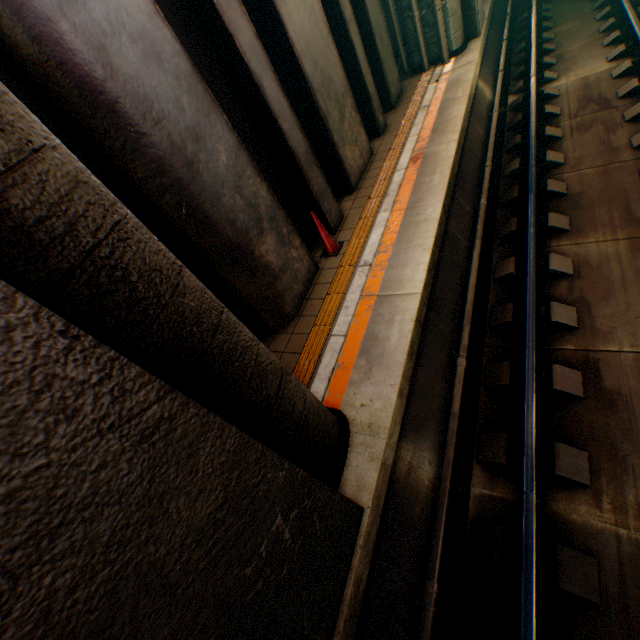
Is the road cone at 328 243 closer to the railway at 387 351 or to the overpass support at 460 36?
the railway at 387 351

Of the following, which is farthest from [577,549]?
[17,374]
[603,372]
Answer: [17,374]

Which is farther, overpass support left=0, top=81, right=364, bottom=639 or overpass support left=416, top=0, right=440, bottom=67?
overpass support left=416, top=0, right=440, bottom=67

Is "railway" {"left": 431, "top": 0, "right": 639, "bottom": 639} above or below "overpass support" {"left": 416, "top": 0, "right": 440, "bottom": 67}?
below

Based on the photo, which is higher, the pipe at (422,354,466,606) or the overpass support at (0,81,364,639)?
the overpass support at (0,81,364,639)

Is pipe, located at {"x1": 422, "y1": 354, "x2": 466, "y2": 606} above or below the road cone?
below

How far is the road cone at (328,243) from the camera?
5.4m

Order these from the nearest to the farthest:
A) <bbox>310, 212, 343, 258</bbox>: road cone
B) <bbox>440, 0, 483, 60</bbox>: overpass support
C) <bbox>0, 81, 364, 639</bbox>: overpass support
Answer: <bbox>0, 81, 364, 639</bbox>: overpass support → <bbox>310, 212, 343, 258</bbox>: road cone → <bbox>440, 0, 483, 60</bbox>: overpass support
